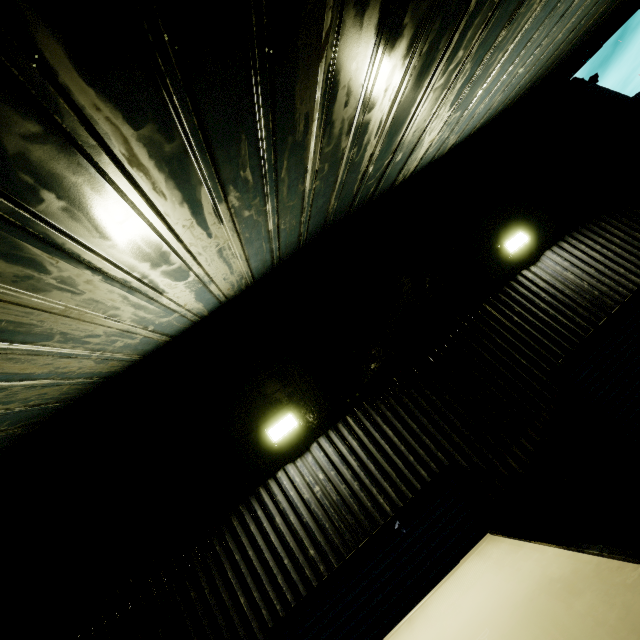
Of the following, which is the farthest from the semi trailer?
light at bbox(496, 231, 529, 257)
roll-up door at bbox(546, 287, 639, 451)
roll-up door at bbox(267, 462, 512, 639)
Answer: light at bbox(496, 231, 529, 257)

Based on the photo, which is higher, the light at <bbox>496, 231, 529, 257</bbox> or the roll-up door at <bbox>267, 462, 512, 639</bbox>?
the light at <bbox>496, 231, 529, 257</bbox>

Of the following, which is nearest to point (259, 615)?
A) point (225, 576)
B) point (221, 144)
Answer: point (225, 576)

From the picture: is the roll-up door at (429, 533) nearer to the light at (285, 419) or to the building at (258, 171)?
the building at (258, 171)

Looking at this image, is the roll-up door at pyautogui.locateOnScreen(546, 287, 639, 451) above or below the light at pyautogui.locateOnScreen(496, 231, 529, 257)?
below

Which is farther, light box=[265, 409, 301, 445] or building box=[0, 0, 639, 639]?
light box=[265, 409, 301, 445]

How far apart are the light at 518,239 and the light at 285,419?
4.52m

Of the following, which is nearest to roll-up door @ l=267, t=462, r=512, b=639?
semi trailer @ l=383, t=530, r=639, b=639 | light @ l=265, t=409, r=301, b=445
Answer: semi trailer @ l=383, t=530, r=639, b=639
